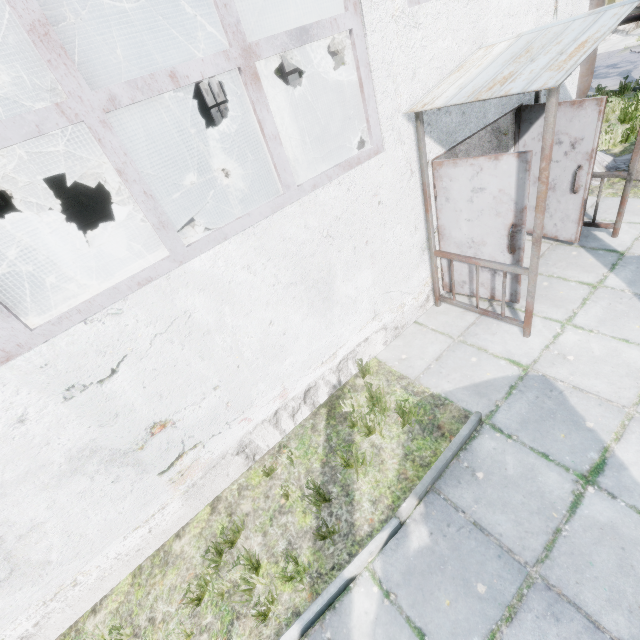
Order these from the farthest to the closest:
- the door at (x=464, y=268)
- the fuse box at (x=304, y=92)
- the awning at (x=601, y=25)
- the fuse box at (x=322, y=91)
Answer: the fuse box at (x=322, y=91), the fuse box at (x=304, y=92), the door at (x=464, y=268), the awning at (x=601, y=25)

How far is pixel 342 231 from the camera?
3.8 meters

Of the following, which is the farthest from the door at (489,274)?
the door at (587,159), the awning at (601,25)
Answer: the door at (587,159)

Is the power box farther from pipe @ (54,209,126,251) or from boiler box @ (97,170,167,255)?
pipe @ (54,209,126,251)

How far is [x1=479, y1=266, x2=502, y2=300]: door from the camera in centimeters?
479cm

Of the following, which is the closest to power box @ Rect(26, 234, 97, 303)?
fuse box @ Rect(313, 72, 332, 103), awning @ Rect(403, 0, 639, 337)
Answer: awning @ Rect(403, 0, 639, 337)

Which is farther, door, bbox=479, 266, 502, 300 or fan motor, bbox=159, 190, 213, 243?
fan motor, bbox=159, 190, 213, 243

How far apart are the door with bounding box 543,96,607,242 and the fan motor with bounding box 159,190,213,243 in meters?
7.6 m
